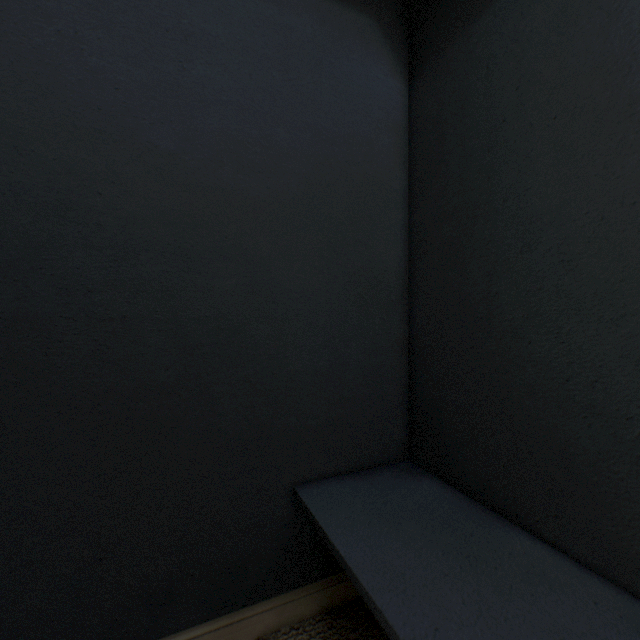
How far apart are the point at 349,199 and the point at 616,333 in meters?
0.6
